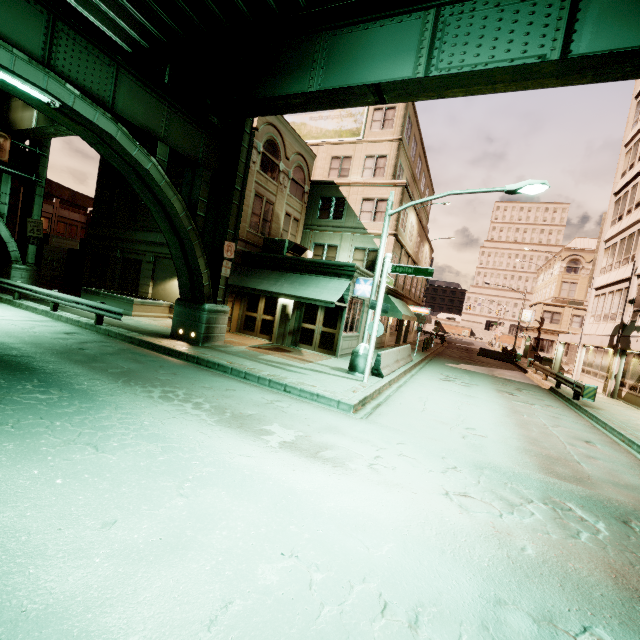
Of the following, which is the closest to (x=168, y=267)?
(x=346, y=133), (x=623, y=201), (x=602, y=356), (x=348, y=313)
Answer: (x=348, y=313)

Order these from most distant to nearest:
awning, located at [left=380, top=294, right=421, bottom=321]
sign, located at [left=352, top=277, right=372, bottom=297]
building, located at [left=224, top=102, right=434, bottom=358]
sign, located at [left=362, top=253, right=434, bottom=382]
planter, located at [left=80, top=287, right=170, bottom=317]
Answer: awning, located at [left=380, top=294, right=421, bottom=321] → planter, located at [left=80, top=287, right=170, bottom=317] → building, located at [left=224, top=102, right=434, bottom=358] → sign, located at [left=352, top=277, right=372, bottom=297] → sign, located at [left=362, top=253, right=434, bottom=382]

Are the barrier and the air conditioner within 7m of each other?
no

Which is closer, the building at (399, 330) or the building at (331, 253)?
the building at (331, 253)

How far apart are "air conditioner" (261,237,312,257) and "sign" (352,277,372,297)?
→ 4.5 meters

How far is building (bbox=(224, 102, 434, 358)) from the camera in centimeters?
1714cm

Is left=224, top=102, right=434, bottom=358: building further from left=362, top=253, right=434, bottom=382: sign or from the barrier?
left=362, top=253, right=434, bottom=382: sign

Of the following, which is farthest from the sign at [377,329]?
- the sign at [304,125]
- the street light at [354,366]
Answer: the sign at [304,125]
